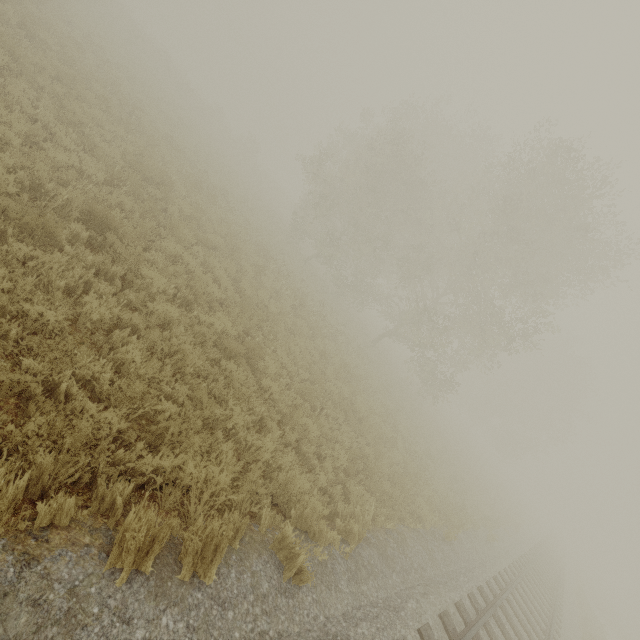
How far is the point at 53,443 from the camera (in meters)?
3.23
